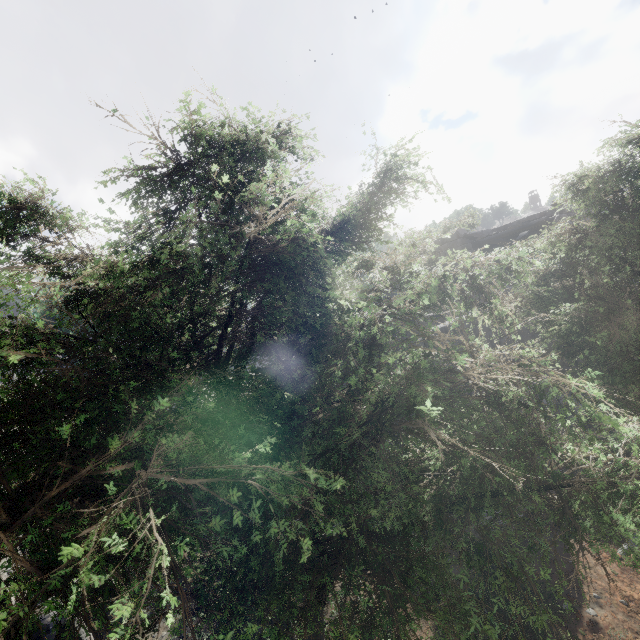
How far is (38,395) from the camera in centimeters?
313cm

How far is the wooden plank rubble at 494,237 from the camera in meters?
15.4 m

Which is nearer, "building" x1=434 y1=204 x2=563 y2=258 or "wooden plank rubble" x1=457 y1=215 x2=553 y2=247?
"wooden plank rubble" x1=457 y1=215 x2=553 y2=247

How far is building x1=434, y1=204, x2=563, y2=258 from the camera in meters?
18.0 m

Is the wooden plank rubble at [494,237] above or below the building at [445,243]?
below

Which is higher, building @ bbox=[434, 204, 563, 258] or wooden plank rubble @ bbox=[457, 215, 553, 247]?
building @ bbox=[434, 204, 563, 258]

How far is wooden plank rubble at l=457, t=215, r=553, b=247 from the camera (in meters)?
15.38
